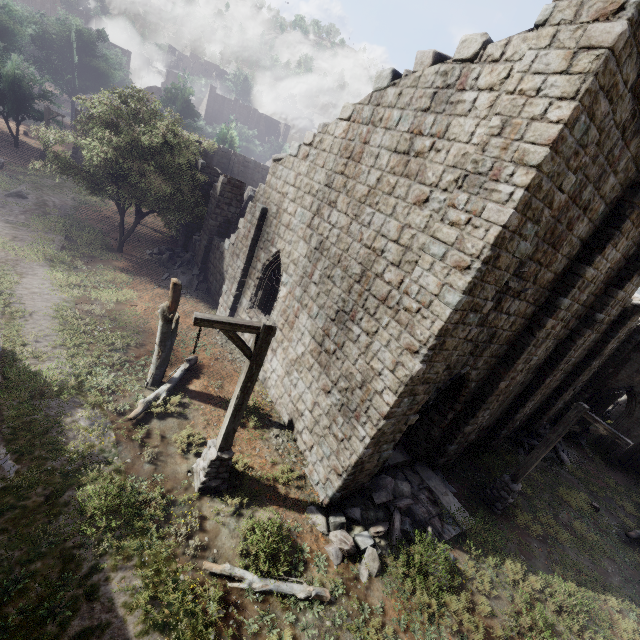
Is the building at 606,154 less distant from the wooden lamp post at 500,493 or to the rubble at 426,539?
the rubble at 426,539

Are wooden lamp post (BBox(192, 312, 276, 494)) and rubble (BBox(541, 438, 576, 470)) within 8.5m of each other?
no

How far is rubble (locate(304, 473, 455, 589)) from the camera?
7.62m

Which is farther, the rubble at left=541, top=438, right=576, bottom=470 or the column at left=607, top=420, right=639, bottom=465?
the column at left=607, top=420, right=639, bottom=465

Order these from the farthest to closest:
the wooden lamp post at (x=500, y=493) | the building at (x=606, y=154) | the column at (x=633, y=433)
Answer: the column at (x=633, y=433), the wooden lamp post at (x=500, y=493), the building at (x=606, y=154)

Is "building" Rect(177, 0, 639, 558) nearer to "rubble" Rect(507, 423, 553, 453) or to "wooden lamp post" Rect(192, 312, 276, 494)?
"rubble" Rect(507, 423, 553, 453)

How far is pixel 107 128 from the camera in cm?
1536

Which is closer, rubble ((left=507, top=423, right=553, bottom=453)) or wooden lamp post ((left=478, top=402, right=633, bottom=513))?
wooden lamp post ((left=478, top=402, right=633, bottom=513))
